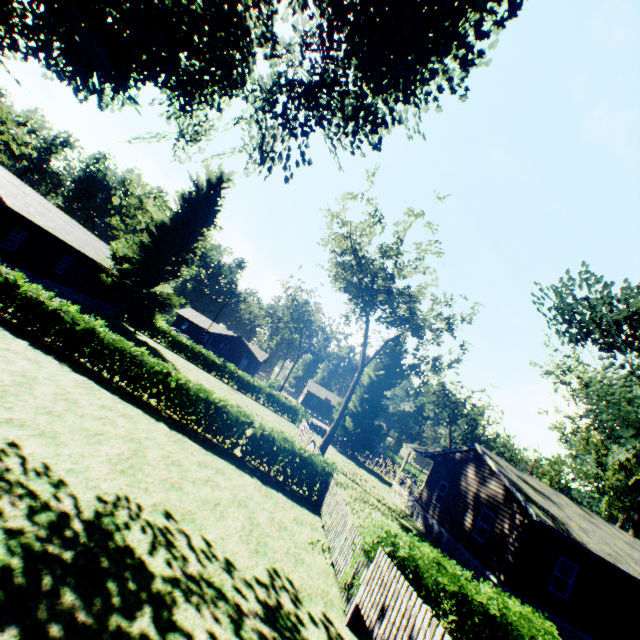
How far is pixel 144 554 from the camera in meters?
6.0 m

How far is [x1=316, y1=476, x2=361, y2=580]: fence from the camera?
9.0m

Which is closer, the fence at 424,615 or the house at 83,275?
the fence at 424,615

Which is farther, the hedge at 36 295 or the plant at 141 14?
the hedge at 36 295

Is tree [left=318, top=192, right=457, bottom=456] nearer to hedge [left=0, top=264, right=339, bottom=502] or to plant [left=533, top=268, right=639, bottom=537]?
plant [left=533, top=268, right=639, bottom=537]

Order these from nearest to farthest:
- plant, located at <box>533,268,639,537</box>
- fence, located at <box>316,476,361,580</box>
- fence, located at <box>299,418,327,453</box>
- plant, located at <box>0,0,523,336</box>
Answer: plant, located at <box>0,0,523,336</box> < fence, located at <box>316,476,361,580</box> < plant, located at <box>533,268,639,537</box> < fence, located at <box>299,418,327,453</box>

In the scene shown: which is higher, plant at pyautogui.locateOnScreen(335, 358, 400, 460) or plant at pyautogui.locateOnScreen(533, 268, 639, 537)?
plant at pyautogui.locateOnScreen(533, 268, 639, 537)

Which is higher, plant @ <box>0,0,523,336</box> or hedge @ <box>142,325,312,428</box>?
plant @ <box>0,0,523,336</box>
